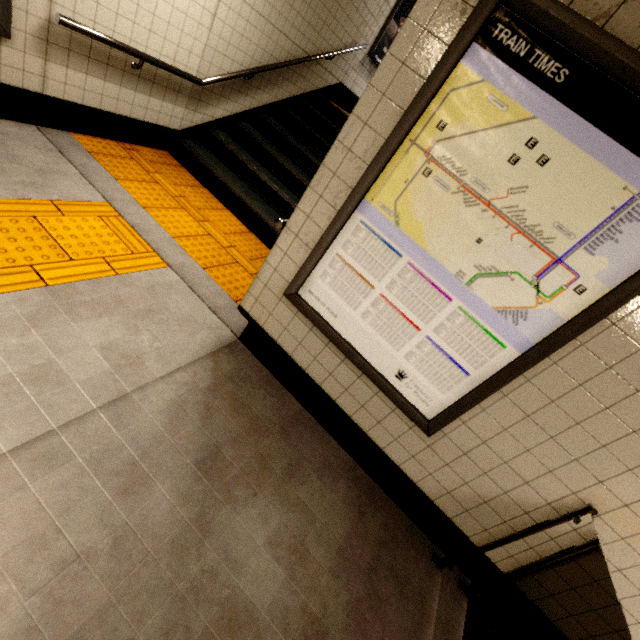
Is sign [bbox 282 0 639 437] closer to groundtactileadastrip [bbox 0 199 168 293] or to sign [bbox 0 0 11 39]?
groundtactileadastrip [bbox 0 199 168 293]

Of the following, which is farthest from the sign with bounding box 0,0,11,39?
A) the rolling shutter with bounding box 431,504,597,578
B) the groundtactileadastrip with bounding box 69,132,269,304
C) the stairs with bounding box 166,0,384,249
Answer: the rolling shutter with bounding box 431,504,597,578

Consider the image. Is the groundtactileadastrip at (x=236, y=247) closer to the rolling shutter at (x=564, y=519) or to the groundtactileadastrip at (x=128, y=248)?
the groundtactileadastrip at (x=128, y=248)

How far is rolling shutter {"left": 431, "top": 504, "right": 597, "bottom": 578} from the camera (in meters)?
1.67

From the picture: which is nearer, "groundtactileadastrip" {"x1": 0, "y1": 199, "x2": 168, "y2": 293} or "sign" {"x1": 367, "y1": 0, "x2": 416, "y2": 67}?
"groundtactileadastrip" {"x1": 0, "y1": 199, "x2": 168, "y2": 293}

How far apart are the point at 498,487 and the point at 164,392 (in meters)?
2.08

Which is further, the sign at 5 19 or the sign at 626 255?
the sign at 5 19

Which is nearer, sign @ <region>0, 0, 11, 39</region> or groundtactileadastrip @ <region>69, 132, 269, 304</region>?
sign @ <region>0, 0, 11, 39</region>
